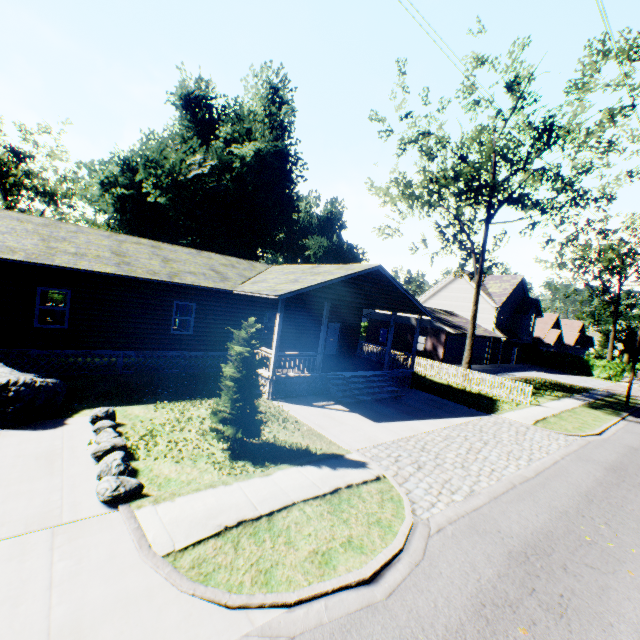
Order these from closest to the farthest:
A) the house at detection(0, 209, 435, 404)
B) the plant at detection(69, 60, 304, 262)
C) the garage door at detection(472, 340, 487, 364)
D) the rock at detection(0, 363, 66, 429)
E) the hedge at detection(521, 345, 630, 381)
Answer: the rock at detection(0, 363, 66, 429) < the house at detection(0, 209, 435, 404) < the plant at detection(69, 60, 304, 262) < the garage door at detection(472, 340, 487, 364) < the hedge at detection(521, 345, 630, 381)

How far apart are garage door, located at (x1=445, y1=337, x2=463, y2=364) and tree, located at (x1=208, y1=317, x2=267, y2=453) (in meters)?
26.61

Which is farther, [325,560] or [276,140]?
[276,140]

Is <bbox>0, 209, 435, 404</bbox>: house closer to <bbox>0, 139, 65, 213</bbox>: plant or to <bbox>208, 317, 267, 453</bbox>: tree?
<bbox>208, 317, 267, 453</bbox>: tree

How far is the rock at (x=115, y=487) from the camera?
6.2m

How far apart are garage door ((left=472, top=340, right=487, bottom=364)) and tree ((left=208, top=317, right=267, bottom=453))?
31.92m

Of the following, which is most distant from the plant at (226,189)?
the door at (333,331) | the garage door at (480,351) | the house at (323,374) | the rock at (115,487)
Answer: the rock at (115,487)

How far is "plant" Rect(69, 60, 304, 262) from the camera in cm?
2991
